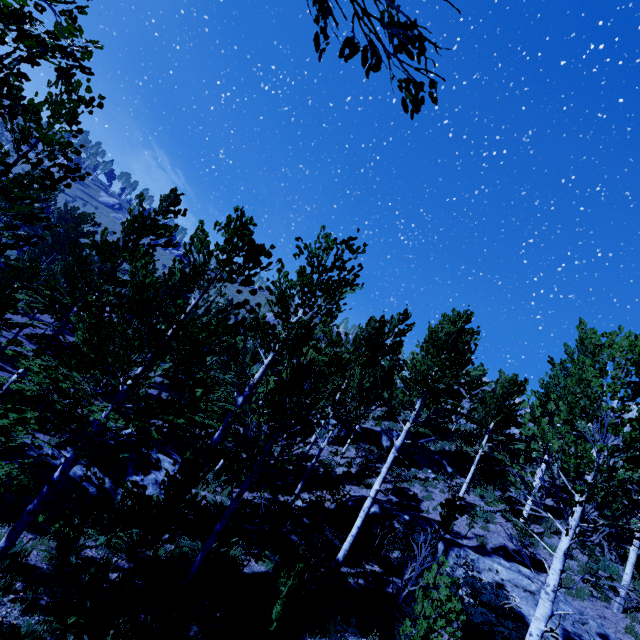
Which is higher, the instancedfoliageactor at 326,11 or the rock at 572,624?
the instancedfoliageactor at 326,11

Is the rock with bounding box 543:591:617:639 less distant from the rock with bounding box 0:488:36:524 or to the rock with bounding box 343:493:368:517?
the rock with bounding box 343:493:368:517

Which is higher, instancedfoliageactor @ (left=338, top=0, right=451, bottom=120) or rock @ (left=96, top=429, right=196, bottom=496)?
instancedfoliageactor @ (left=338, top=0, right=451, bottom=120)

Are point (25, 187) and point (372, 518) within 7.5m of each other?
no

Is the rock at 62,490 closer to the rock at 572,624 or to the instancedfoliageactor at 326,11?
the instancedfoliageactor at 326,11

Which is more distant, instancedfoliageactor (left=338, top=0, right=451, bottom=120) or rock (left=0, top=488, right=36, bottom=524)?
rock (left=0, top=488, right=36, bottom=524)

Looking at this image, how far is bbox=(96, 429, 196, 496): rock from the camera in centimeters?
1157cm

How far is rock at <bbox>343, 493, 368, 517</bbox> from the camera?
12.8m
